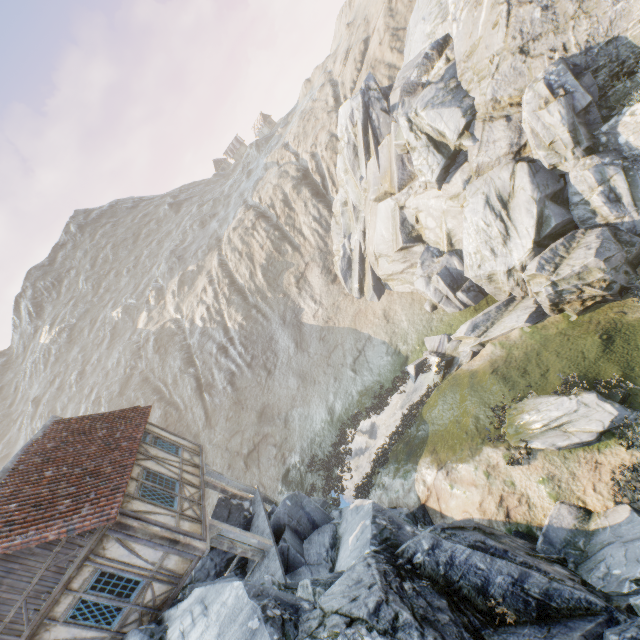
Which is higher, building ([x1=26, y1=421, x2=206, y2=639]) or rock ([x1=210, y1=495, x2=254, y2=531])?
building ([x1=26, y1=421, x2=206, y2=639])

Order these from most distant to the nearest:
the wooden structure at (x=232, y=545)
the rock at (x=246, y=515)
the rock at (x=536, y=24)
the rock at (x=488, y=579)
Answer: the rock at (x=246, y=515) < the rock at (x=536, y=24) < the wooden structure at (x=232, y=545) < the rock at (x=488, y=579)

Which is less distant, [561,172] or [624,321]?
[624,321]

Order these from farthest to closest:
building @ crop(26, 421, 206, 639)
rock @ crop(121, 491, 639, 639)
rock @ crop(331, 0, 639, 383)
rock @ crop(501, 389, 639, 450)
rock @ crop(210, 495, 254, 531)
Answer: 1. rock @ crop(210, 495, 254, 531)
2. rock @ crop(331, 0, 639, 383)
3. rock @ crop(501, 389, 639, 450)
4. building @ crop(26, 421, 206, 639)
5. rock @ crop(121, 491, 639, 639)

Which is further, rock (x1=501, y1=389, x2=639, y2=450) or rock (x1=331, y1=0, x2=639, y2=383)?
rock (x1=331, y1=0, x2=639, y2=383)

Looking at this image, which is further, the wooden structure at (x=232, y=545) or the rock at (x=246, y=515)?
the rock at (x=246, y=515)

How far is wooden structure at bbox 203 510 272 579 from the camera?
11.3 meters
